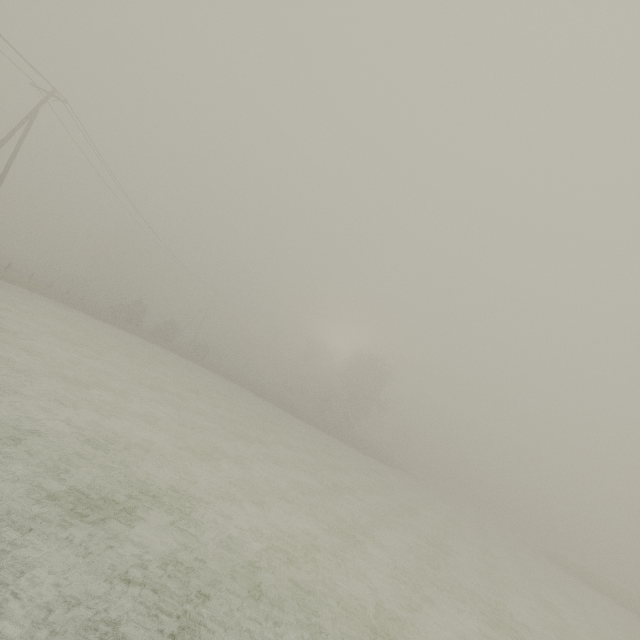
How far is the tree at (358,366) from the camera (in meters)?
51.50

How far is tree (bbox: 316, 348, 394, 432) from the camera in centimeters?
5150cm

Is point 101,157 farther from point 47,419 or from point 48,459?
point 48,459
